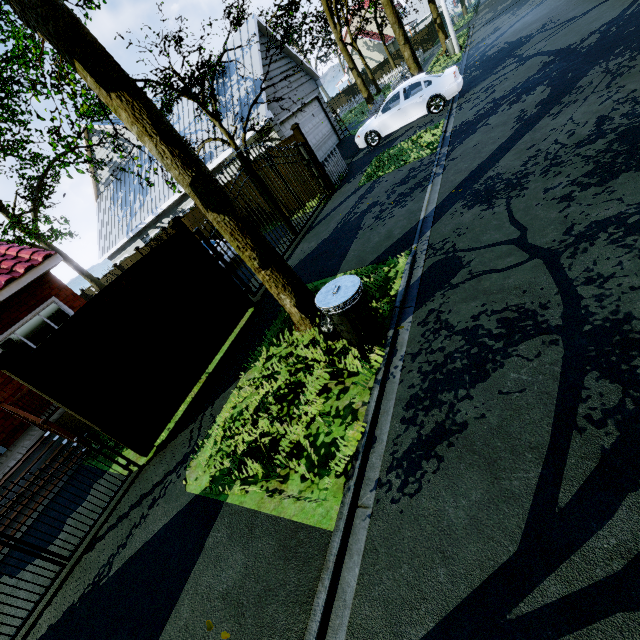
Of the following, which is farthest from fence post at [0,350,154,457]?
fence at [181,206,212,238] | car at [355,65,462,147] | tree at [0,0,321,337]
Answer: car at [355,65,462,147]

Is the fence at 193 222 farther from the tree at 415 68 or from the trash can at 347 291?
the trash can at 347 291

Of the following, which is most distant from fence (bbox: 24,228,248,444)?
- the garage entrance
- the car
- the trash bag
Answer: the trash bag

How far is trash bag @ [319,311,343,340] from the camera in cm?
496

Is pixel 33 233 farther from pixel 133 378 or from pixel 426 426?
pixel 426 426

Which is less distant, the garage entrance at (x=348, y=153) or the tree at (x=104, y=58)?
the tree at (x=104, y=58)

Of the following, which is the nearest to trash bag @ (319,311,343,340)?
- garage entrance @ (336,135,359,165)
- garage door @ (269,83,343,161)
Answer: garage entrance @ (336,135,359,165)

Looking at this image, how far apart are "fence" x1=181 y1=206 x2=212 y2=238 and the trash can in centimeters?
1299cm
